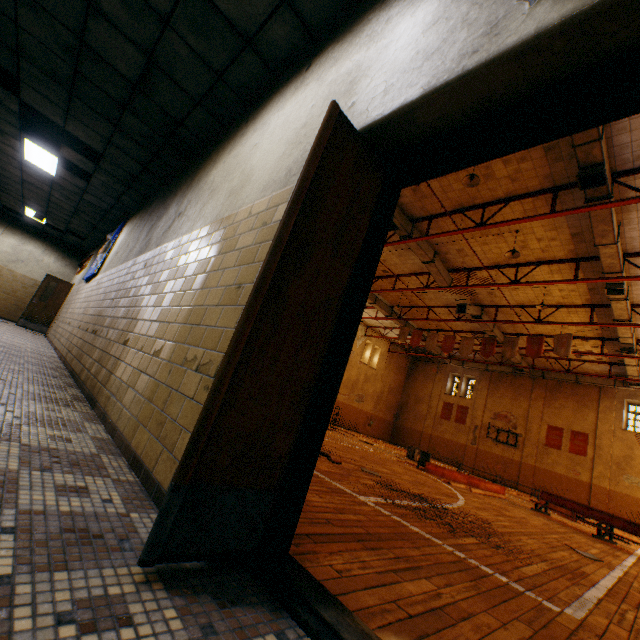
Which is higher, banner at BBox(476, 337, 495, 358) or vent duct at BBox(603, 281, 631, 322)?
vent duct at BBox(603, 281, 631, 322)

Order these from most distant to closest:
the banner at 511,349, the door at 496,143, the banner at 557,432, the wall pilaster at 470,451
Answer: the wall pilaster at 470,451, the banner at 557,432, the banner at 511,349, the door at 496,143

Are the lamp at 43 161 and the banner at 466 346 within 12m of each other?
no

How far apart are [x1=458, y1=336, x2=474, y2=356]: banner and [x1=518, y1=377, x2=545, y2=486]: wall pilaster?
11.8 meters

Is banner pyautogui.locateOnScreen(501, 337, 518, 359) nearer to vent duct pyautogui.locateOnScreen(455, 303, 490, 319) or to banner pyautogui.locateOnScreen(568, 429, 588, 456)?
vent duct pyautogui.locateOnScreen(455, 303, 490, 319)

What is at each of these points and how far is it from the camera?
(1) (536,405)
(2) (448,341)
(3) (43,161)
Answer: (1) wall pilaster, 24.50m
(2) banner, 18.58m
(3) lamp, 7.58m

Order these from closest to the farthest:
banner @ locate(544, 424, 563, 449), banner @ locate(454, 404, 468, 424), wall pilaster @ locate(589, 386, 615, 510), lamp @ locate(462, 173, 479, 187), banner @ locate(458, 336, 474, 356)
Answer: lamp @ locate(462, 173, 479, 187) → banner @ locate(458, 336, 474, 356) → wall pilaster @ locate(589, 386, 615, 510) → banner @ locate(544, 424, 563, 449) → banner @ locate(454, 404, 468, 424)

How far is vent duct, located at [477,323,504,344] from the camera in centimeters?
1881cm
